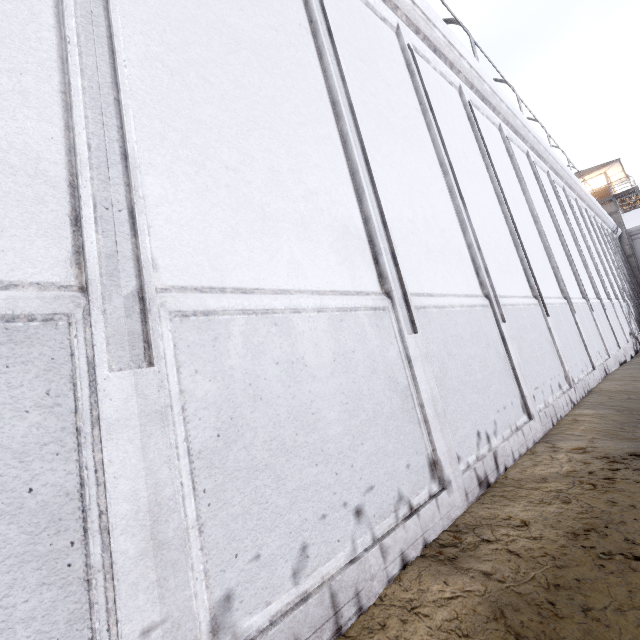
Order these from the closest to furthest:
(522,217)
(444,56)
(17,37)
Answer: (17,37) → (444,56) → (522,217)
